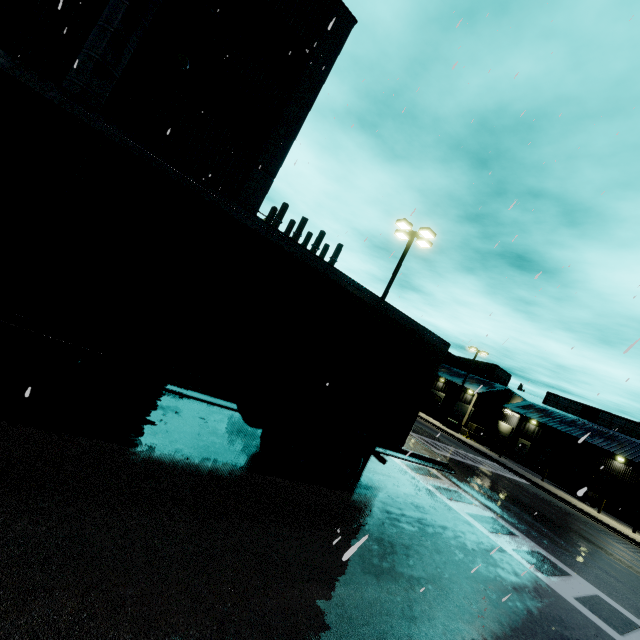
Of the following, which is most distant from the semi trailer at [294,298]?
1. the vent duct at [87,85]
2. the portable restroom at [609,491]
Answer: the portable restroom at [609,491]

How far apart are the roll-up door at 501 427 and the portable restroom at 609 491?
11.8m

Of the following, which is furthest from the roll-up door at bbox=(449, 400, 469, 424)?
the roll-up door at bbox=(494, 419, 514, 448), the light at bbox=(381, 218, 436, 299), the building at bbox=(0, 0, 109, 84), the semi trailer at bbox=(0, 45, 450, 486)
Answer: the light at bbox=(381, 218, 436, 299)

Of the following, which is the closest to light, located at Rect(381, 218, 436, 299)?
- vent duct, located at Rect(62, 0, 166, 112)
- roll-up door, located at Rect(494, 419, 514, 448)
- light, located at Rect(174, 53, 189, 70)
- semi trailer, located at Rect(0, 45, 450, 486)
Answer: vent duct, located at Rect(62, 0, 166, 112)

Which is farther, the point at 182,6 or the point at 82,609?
the point at 182,6

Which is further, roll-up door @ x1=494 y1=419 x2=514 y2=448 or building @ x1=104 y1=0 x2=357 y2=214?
roll-up door @ x1=494 y1=419 x2=514 y2=448

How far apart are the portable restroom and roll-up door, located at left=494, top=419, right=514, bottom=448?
11.8 meters

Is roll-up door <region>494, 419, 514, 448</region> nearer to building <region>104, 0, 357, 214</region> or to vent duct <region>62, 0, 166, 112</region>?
building <region>104, 0, 357, 214</region>
